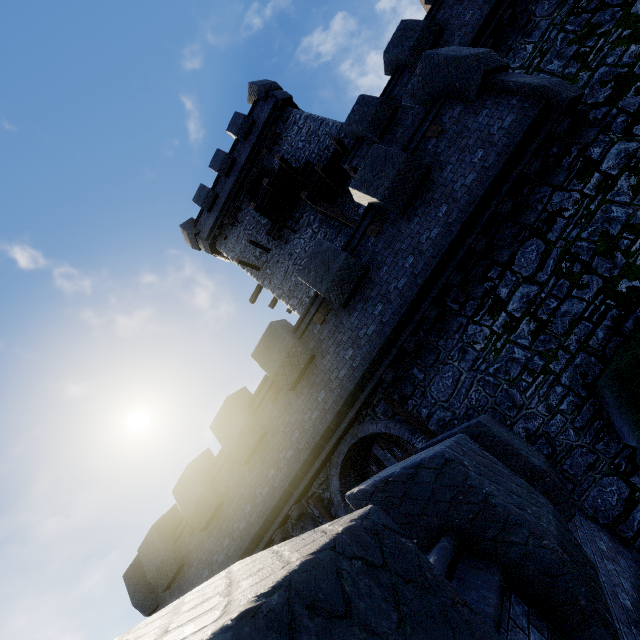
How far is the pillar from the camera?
15.0 meters

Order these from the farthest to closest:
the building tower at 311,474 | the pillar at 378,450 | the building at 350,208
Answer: the building at 350,208 → the pillar at 378,450 → the building tower at 311,474

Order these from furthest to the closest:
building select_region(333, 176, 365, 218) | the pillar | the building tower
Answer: building select_region(333, 176, 365, 218) → the pillar → the building tower

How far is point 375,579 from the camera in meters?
1.4

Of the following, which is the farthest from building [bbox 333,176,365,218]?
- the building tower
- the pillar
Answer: the pillar

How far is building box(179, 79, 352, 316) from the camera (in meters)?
17.08

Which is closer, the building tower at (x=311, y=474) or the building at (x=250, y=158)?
the building tower at (x=311, y=474)
